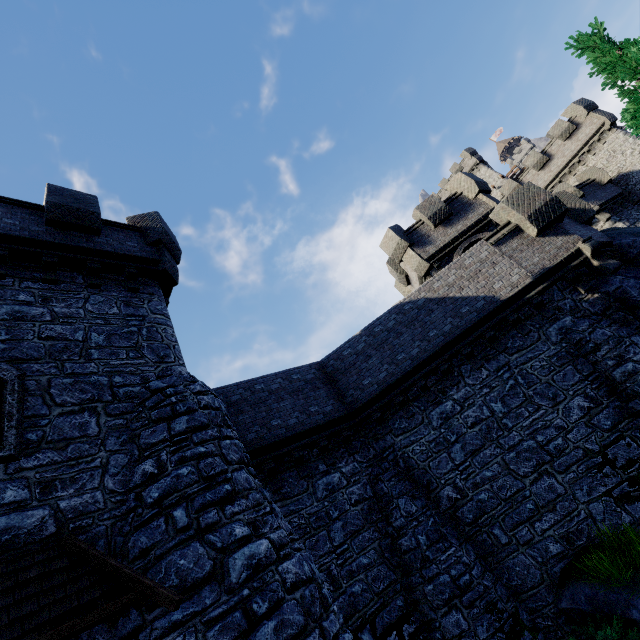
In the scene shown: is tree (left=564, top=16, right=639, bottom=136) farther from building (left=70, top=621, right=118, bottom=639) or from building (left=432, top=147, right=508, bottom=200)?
building (left=432, top=147, right=508, bottom=200)

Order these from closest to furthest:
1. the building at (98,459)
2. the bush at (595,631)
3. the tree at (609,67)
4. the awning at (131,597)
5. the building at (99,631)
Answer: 1. the awning at (131,597)
2. the building at (99,631)
3. the building at (98,459)
4. the bush at (595,631)
5. the tree at (609,67)

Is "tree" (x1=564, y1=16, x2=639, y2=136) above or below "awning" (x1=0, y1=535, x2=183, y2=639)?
above

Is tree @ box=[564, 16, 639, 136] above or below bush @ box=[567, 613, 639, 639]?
above

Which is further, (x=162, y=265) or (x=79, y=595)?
(x=162, y=265)

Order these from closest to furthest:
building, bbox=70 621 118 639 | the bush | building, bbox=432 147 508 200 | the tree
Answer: building, bbox=70 621 118 639 → the bush → the tree → building, bbox=432 147 508 200

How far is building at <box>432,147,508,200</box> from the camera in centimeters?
4600cm

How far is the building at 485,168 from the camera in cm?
4600
